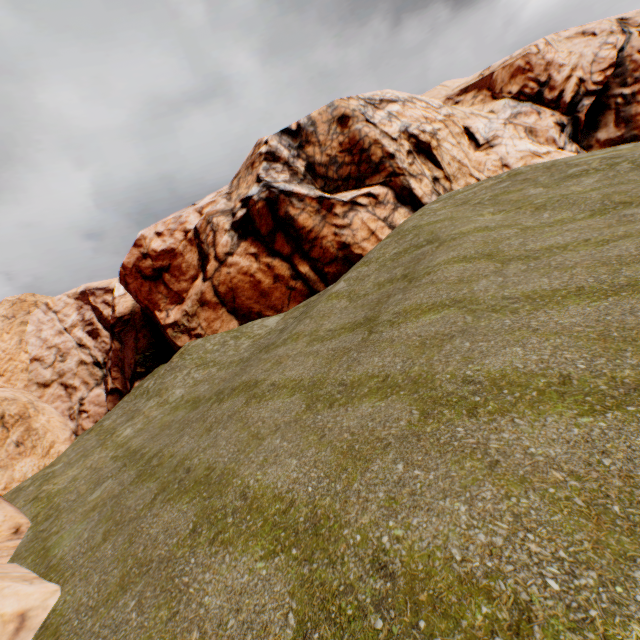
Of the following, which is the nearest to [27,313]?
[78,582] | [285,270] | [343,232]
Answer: [285,270]
